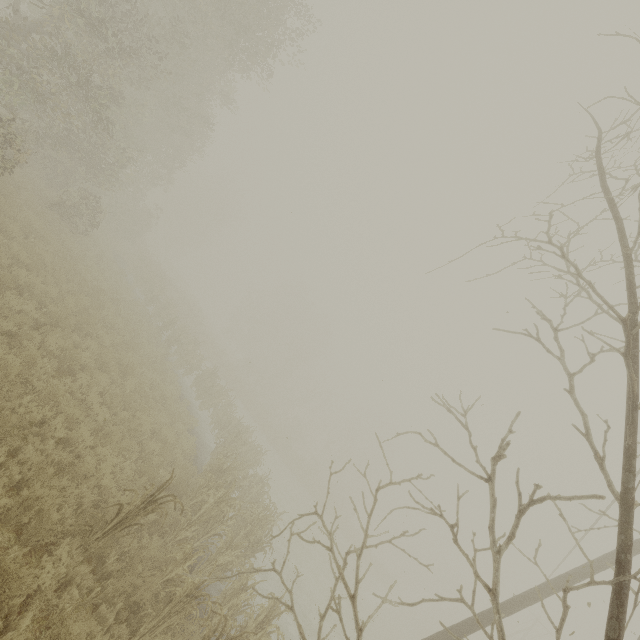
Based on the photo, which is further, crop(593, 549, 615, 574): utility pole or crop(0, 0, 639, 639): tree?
crop(593, 549, 615, 574): utility pole

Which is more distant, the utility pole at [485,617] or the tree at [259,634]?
the utility pole at [485,617]

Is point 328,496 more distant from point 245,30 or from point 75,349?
point 245,30

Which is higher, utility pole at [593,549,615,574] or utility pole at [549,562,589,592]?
utility pole at [593,549,615,574]

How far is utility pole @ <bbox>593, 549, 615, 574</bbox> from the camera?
7.0m
